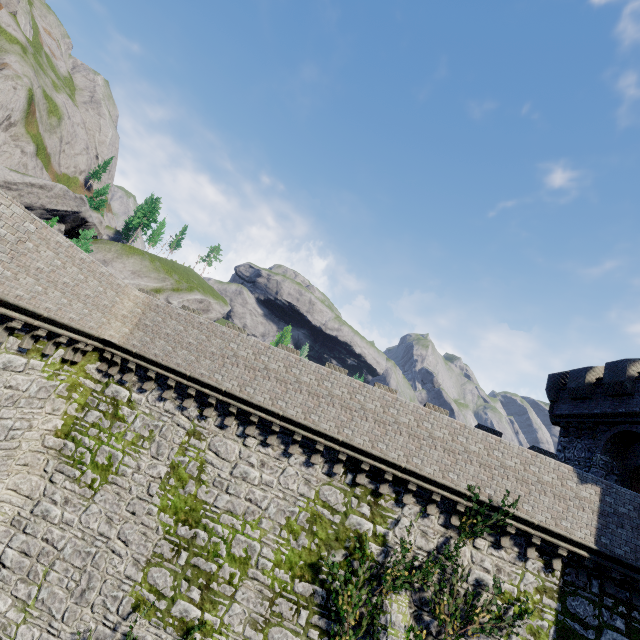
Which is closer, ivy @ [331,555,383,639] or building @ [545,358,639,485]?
ivy @ [331,555,383,639]

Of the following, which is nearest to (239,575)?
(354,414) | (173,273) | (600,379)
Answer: (354,414)

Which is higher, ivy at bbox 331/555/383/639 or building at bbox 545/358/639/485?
building at bbox 545/358/639/485

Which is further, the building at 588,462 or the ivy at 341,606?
the building at 588,462

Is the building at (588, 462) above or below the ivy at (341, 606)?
above
